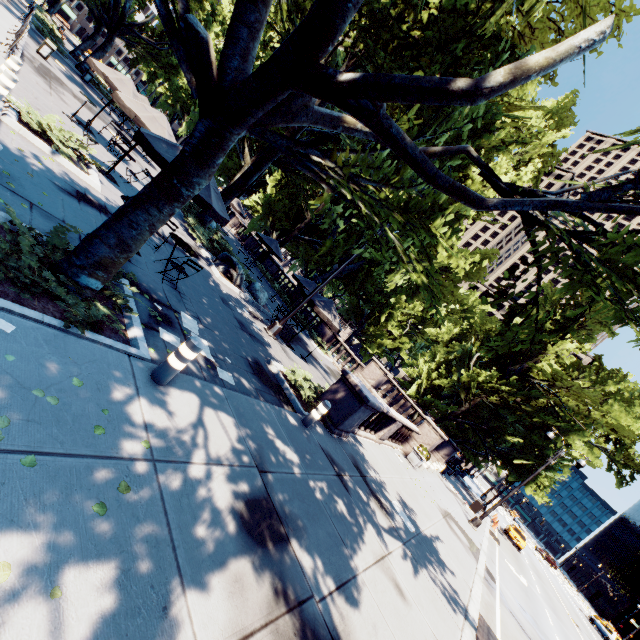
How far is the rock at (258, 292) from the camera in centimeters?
1648cm

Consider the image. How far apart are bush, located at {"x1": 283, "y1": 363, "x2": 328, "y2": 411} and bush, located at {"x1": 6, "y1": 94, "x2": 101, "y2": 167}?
8.5 meters

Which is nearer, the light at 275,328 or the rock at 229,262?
the light at 275,328

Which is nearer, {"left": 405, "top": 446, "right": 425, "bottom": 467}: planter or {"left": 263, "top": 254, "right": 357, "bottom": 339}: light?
{"left": 263, "top": 254, "right": 357, "bottom": 339}: light

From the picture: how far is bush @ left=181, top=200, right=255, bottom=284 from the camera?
15.7 meters

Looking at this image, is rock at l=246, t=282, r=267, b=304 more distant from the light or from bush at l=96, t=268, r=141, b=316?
bush at l=96, t=268, r=141, b=316

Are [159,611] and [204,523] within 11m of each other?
yes

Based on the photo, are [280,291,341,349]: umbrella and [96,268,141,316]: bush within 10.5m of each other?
yes
